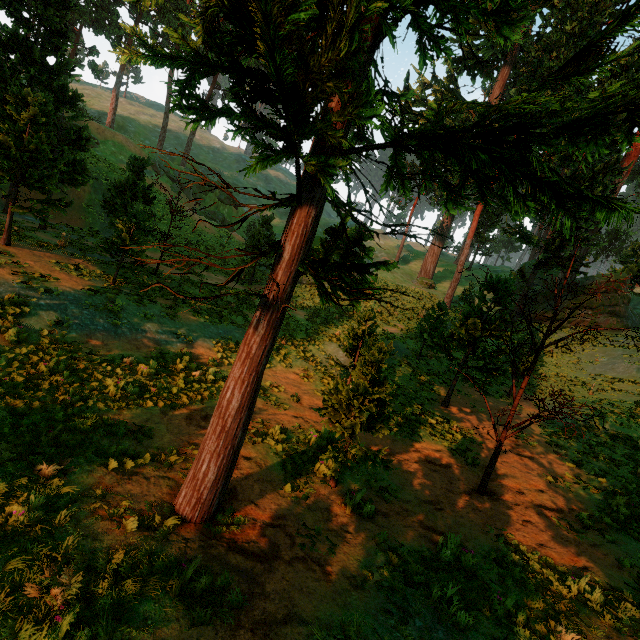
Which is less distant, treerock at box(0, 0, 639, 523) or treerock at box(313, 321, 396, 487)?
treerock at box(0, 0, 639, 523)

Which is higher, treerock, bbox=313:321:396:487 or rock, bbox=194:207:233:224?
rock, bbox=194:207:233:224

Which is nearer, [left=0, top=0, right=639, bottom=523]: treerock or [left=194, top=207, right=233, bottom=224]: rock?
[left=0, top=0, right=639, bottom=523]: treerock

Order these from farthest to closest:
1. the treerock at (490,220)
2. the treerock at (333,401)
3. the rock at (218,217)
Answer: the rock at (218,217) → the treerock at (333,401) → the treerock at (490,220)

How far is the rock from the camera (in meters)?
43.81

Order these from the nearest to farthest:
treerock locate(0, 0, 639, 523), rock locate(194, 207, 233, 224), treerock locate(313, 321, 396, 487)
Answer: treerock locate(0, 0, 639, 523)
treerock locate(313, 321, 396, 487)
rock locate(194, 207, 233, 224)

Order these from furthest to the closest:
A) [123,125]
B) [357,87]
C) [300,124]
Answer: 1. [123,125]
2. [300,124]
3. [357,87]

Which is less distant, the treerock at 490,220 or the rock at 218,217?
the treerock at 490,220
